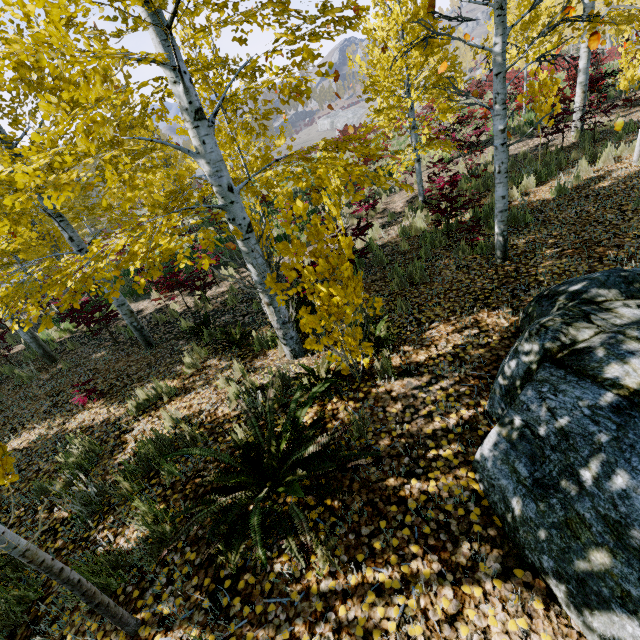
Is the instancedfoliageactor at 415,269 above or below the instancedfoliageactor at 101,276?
below

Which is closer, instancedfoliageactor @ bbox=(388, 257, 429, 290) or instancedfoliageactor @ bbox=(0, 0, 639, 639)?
instancedfoliageactor @ bbox=(0, 0, 639, 639)

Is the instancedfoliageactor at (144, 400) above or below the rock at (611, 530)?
below

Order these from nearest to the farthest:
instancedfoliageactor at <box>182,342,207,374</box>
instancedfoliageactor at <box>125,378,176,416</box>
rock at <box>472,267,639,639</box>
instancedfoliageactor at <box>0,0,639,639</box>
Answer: rock at <box>472,267,639,639</box>
instancedfoliageactor at <box>0,0,639,639</box>
instancedfoliageactor at <box>125,378,176,416</box>
instancedfoliageactor at <box>182,342,207,374</box>

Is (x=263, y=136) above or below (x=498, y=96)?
above

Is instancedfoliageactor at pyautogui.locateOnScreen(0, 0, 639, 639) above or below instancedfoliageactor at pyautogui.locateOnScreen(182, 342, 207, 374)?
above
